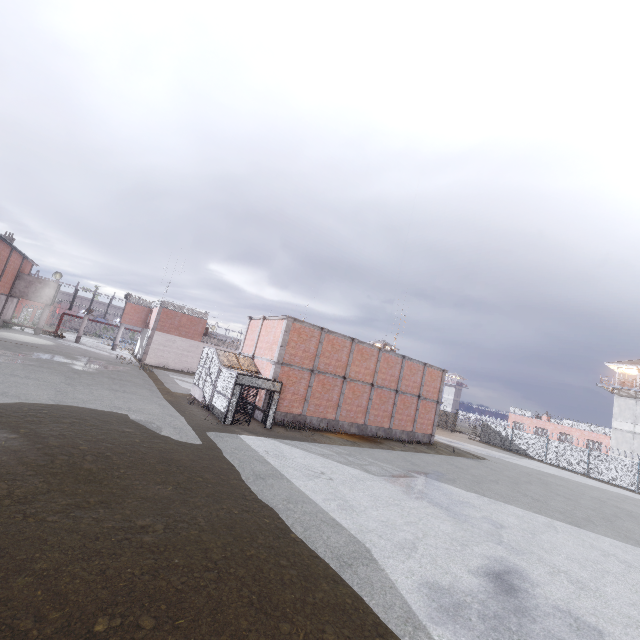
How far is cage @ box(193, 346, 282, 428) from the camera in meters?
18.2 m

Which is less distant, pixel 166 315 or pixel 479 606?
pixel 479 606

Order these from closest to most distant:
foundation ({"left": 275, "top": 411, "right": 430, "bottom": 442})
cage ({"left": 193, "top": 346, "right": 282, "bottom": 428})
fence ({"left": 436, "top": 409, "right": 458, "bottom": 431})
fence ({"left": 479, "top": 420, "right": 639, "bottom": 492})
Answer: cage ({"left": 193, "top": 346, "right": 282, "bottom": 428}) → foundation ({"left": 275, "top": 411, "right": 430, "bottom": 442}) → fence ({"left": 479, "top": 420, "right": 639, "bottom": 492}) → fence ({"left": 436, "top": 409, "right": 458, "bottom": 431})

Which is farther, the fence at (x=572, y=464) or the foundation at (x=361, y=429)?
the fence at (x=572, y=464)

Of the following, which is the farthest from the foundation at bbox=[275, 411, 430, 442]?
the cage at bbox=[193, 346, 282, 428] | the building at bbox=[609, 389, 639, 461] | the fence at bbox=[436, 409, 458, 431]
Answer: the building at bbox=[609, 389, 639, 461]

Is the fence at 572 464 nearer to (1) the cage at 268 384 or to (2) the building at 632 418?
(1) the cage at 268 384

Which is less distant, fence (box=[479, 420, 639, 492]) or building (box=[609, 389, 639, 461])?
fence (box=[479, 420, 639, 492])

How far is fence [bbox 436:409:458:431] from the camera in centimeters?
4874cm
